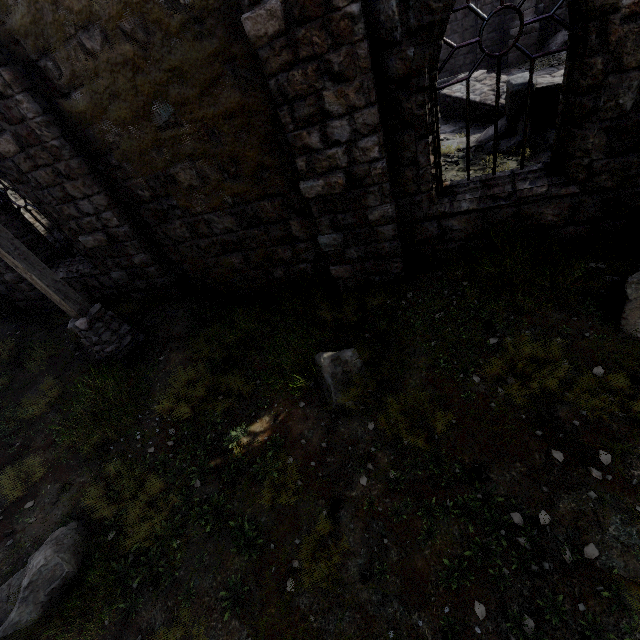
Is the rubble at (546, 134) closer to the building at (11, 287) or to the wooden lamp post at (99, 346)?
the building at (11, 287)

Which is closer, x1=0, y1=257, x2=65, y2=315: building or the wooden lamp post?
the wooden lamp post

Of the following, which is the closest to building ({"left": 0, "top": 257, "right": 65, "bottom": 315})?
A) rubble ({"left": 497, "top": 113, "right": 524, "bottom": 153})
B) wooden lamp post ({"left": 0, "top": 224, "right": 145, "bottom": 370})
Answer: rubble ({"left": 497, "top": 113, "right": 524, "bottom": 153})

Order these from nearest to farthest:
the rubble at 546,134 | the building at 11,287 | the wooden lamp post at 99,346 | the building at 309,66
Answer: the building at 309,66, the wooden lamp post at 99,346, the rubble at 546,134, the building at 11,287

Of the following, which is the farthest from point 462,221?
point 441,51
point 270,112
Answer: point 441,51

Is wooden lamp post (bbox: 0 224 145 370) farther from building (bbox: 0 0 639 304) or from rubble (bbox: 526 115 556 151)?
rubble (bbox: 526 115 556 151)

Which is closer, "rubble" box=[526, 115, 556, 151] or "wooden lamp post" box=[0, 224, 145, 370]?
"wooden lamp post" box=[0, 224, 145, 370]

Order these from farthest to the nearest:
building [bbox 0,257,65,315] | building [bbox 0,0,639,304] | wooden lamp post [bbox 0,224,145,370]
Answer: building [bbox 0,257,65,315], wooden lamp post [bbox 0,224,145,370], building [bbox 0,0,639,304]
